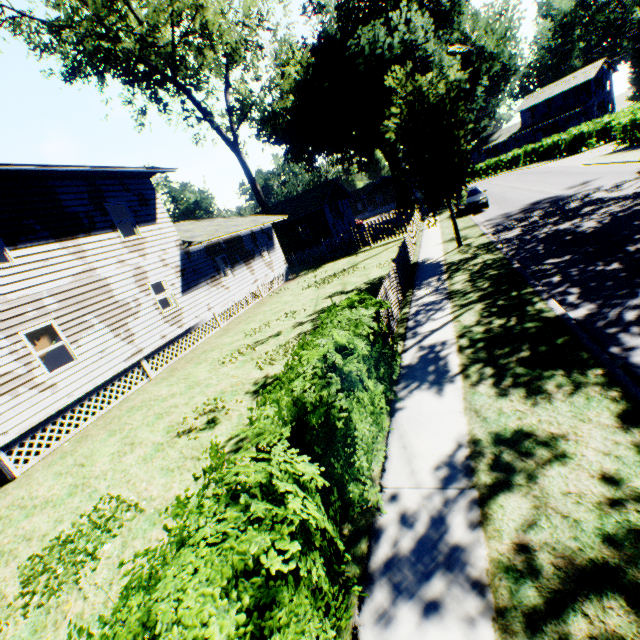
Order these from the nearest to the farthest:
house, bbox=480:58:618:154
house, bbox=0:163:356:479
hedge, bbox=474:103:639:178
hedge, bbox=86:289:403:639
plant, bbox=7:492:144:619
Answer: hedge, bbox=86:289:403:639 < plant, bbox=7:492:144:619 < house, bbox=0:163:356:479 < hedge, bbox=474:103:639:178 < house, bbox=480:58:618:154

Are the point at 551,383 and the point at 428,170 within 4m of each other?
no

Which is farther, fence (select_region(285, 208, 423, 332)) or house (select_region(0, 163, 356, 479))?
house (select_region(0, 163, 356, 479))

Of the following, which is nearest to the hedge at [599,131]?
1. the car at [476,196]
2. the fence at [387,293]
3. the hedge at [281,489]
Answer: the car at [476,196]

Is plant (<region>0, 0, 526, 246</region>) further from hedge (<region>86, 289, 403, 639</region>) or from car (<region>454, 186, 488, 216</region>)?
car (<region>454, 186, 488, 216</region>)

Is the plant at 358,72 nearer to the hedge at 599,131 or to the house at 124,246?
the house at 124,246

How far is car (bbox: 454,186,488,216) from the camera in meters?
21.8 m

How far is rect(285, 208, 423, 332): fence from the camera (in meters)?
9.07
